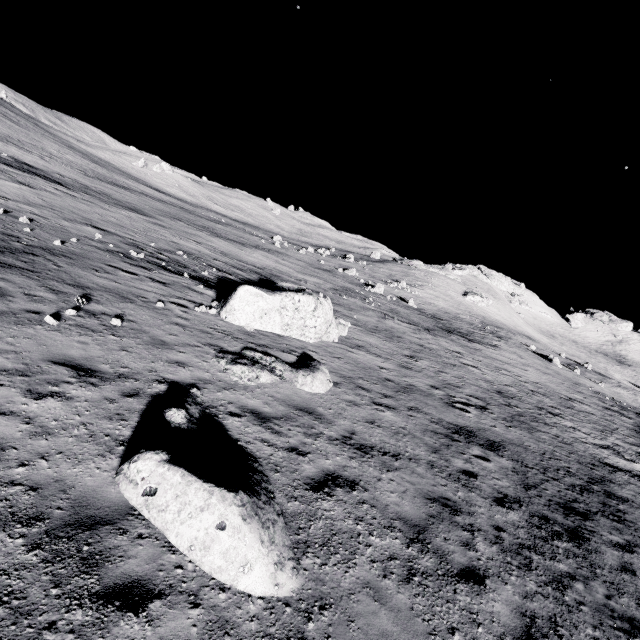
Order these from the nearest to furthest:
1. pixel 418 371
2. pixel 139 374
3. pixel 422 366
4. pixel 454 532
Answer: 1. pixel 454 532
2. pixel 139 374
3. pixel 418 371
4. pixel 422 366

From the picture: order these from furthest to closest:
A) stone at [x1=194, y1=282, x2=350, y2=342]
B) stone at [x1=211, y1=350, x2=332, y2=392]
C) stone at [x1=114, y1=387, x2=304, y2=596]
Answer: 1. stone at [x1=194, y1=282, x2=350, y2=342]
2. stone at [x1=211, y1=350, x2=332, y2=392]
3. stone at [x1=114, y1=387, x2=304, y2=596]

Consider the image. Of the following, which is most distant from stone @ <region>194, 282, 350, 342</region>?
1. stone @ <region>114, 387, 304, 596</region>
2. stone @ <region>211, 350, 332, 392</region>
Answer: stone @ <region>114, 387, 304, 596</region>

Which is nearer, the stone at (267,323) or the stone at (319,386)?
the stone at (319,386)

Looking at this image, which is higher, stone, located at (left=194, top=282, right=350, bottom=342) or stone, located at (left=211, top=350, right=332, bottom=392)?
stone, located at (left=194, top=282, right=350, bottom=342)

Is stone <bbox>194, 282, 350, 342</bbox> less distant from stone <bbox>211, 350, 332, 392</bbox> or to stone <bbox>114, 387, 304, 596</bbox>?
stone <bbox>211, 350, 332, 392</bbox>

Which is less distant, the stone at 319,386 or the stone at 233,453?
the stone at 233,453
